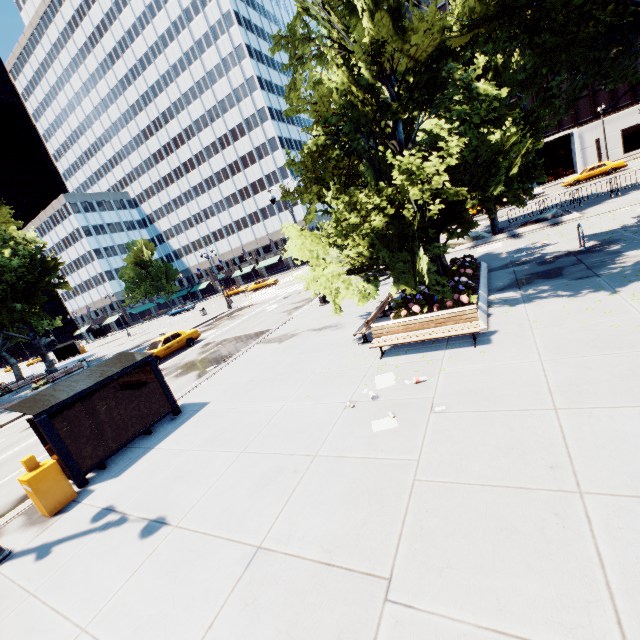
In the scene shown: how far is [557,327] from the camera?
7.58m

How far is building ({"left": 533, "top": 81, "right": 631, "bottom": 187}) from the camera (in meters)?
42.78

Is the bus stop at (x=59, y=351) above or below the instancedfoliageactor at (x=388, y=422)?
above

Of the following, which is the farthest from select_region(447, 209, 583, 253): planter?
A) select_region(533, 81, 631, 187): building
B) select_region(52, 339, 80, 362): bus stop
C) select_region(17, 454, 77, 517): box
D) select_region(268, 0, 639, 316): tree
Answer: select_region(52, 339, 80, 362): bus stop

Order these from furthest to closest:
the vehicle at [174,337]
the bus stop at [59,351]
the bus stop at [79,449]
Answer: the bus stop at [59,351] → the vehicle at [174,337] → the bus stop at [79,449]

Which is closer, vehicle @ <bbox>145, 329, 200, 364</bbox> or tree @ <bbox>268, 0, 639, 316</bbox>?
tree @ <bbox>268, 0, 639, 316</bbox>

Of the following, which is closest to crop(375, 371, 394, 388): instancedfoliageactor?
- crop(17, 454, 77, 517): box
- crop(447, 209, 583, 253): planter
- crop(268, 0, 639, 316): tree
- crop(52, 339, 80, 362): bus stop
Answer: crop(268, 0, 639, 316): tree

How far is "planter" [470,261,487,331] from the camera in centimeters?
891cm
